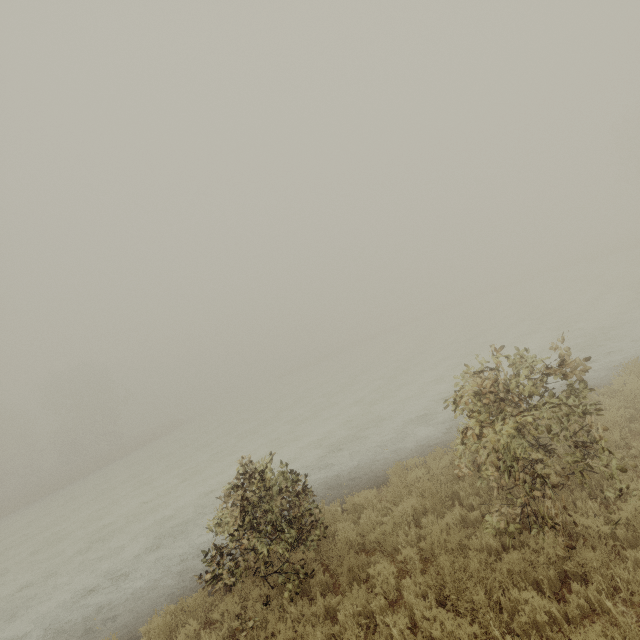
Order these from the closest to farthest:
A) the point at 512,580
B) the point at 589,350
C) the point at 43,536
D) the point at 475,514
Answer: the point at 512,580 < the point at 475,514 < the point at 589,350 < the point at 43,536
